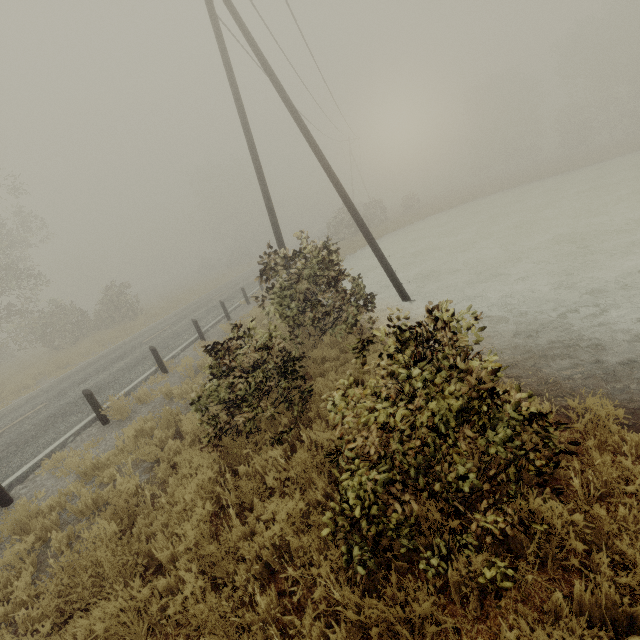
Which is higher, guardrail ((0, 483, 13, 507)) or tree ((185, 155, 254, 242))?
tree ((185, 155, 254, 242))

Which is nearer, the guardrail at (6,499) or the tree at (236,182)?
the guardrail at (6,499)

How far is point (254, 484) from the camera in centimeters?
436cm

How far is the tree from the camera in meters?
54.0 m

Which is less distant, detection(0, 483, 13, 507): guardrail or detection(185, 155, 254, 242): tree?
detection(0, 483, 13, 507): guardrail

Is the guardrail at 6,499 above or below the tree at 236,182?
below
